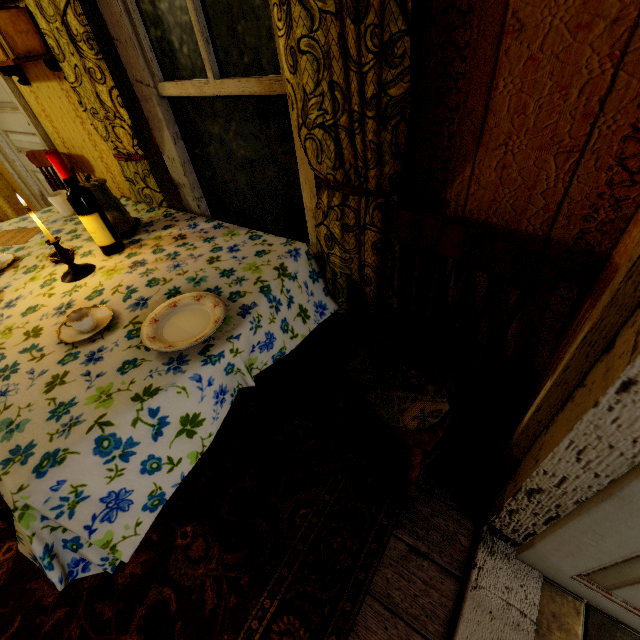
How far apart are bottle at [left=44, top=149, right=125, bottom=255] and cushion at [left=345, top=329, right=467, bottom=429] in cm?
134

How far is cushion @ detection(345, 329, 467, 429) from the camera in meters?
1.1 m

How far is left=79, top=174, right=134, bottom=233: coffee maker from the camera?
1.6 meters

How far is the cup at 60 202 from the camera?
1.96m

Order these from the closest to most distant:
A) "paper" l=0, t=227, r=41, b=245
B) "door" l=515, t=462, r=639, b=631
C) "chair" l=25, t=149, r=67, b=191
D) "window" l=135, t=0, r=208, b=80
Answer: "door" l=515, t=462, r=639, b=631
"window" l=135, t=0, r=208, b=80
"paper" l=0, t=227, r=41, b=245
"chair" l=25, t=149, r=67, b=191

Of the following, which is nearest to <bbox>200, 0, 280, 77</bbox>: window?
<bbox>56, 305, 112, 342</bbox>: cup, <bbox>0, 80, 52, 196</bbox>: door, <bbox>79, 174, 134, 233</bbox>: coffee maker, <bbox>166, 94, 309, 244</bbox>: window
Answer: <bbox>166, 94, 309, 244</bbox>: window

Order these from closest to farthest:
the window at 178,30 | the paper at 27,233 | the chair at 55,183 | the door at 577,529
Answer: the door at 577,529 < the window at 178,30 < the paper at 27,233 < the chair at 55,183

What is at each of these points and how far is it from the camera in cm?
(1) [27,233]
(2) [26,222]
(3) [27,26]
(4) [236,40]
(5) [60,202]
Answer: (1) paper, 193
(2) tablecloth, 207
(3) book, 165
(4) window, 126
(5) cup, 198
